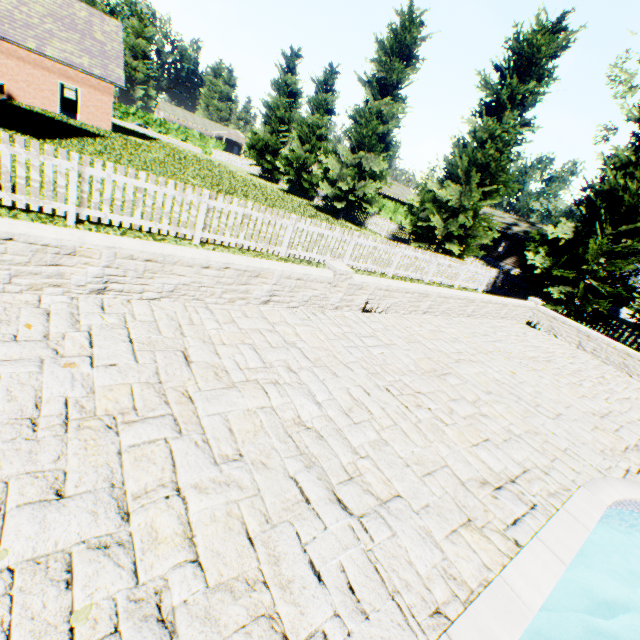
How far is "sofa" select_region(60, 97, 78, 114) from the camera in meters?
28.8

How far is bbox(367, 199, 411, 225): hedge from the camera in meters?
44.0 m

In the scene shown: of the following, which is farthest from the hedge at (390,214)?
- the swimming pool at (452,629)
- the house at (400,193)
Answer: the swimming pool at (452,629)

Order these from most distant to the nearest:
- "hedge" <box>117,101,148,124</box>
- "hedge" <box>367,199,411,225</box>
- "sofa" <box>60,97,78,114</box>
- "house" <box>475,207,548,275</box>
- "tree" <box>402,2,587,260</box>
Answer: "hedge" <box>117,101,148,124</box> → "hedge" <box>367,199,411,225</box> → "house" <box>475,207,548,275</box> → "sofa" <box>60,97,78,114</box> → "tree" <box>402,2,587,260</box>

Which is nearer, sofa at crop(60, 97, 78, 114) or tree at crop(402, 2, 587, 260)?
tree at crop(402, 2, 587, 260)

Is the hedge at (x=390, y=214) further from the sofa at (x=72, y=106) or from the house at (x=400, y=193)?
the sofa at (x=72, y=106)

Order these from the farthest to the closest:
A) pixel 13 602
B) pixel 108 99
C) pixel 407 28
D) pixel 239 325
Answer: pixel 108 99, pixel 407 28, pixel 239 325, pixel 13 602
